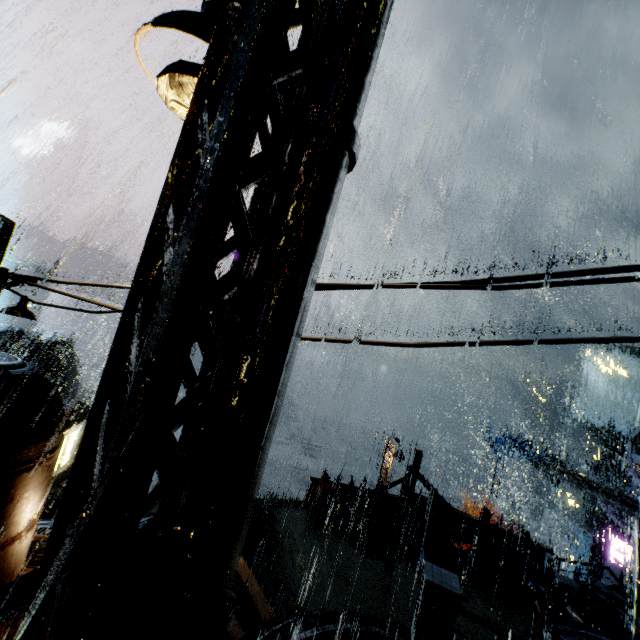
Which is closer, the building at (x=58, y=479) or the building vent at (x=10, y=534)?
the building vent at (x=10, y=534)

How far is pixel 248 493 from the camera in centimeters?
125cm

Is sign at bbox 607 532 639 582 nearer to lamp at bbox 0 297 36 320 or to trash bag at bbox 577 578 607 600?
trash bag at bbox 577 578 607 600

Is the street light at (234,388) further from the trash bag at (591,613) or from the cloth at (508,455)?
the cloth at (508,455)

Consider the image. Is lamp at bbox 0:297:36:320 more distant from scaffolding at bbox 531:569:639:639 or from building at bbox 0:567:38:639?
scaffolding at bbox 531:569:639:639

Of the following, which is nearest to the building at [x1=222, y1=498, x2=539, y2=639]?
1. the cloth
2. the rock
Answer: the cloth

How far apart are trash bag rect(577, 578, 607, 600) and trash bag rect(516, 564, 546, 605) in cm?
69
